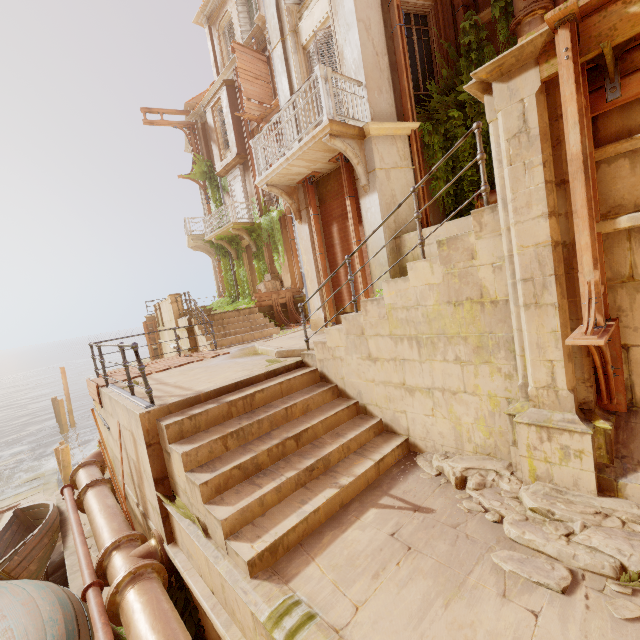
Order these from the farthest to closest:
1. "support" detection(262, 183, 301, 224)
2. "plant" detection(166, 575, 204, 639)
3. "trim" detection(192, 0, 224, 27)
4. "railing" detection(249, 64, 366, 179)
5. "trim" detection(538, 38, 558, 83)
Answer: "trim" detection(192, 0, 224, 27)
"support" detection(262, 183, 301, 224)
"railing" detection(249, 64, 366, 179)
"plant" detection(166, 575, 204, 639)
"trim" detection(538, 38, 558, 83)

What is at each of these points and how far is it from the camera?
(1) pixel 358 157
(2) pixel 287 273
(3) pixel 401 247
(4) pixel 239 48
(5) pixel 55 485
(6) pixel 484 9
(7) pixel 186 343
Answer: (1) support, 7.12m
(2) column, 16.78m
(3) building, 7.22m
(4) wood, 14.63m
(5) walkway, 15.98m
(6) column, 7.01m
(7) building, 13.26m

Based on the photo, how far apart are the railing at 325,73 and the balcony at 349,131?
0.0m

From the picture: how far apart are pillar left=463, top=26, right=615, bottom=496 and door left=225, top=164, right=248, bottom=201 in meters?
16.4

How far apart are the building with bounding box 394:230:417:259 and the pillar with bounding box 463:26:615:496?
1.85m

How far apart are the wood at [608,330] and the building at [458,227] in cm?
234

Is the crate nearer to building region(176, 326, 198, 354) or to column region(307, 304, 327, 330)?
building region(176, 326, 198, 354)

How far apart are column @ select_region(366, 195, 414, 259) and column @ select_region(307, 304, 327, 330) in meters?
1.3 m
